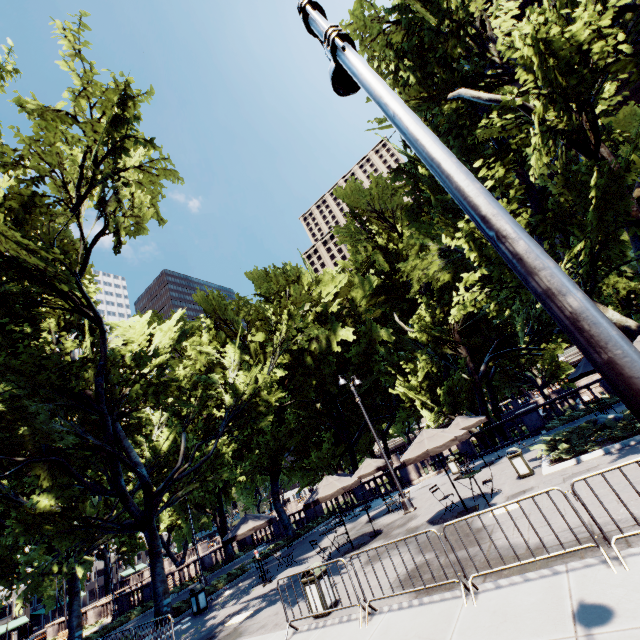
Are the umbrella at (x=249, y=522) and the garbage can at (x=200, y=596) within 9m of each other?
yes

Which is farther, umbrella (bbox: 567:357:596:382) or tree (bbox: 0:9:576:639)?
umbrella (bbox: 567:357:596:382)

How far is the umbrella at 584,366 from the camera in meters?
15.8

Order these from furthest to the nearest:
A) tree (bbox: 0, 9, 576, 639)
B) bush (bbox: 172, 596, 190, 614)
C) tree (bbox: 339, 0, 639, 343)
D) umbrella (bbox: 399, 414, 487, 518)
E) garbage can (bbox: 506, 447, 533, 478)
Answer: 1. bush (bbox: 172, 596, 190, 614)
2. tree (bbox: 0, 9, 576, 639)
3. garbage can (bbox: 506, 447, 533, 478)
4. umbrella (bbox: 399, 414, 487, 518)
5. tree (bbox: 339, 0, 639, 343)

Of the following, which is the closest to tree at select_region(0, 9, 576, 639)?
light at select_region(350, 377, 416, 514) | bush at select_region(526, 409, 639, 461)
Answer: bush at select_region(526, 409, 639, 461)

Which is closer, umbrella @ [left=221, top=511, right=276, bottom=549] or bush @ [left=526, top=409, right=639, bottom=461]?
bush @ [left=526, top=409, right=639, bottom=461]

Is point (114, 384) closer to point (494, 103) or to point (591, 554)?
point (591, 554)

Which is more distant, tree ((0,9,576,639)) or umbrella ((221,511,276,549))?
umbrella ((221,511,276,549))
